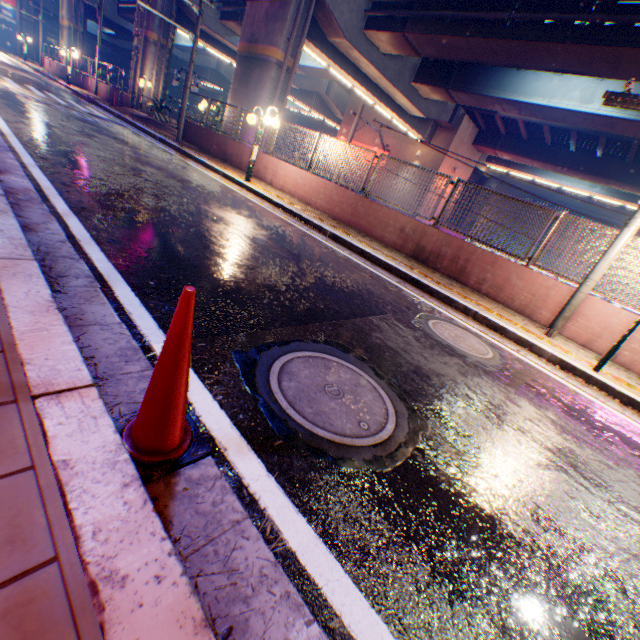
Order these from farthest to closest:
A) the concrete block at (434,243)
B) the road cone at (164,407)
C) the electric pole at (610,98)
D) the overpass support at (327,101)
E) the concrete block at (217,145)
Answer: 1. the overpass support at (327,101)
2. the concrete block at (217,145)
3. the concrete block at (434,243)
4. the electric pole at (610,98)
5. the road cone at (164,407)

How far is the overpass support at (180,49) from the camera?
22.9 meters

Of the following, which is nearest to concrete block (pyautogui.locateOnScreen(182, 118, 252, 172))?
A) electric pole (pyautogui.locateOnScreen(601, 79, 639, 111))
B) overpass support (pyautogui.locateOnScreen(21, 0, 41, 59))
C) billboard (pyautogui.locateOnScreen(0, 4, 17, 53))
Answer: electric pole (pyautogui.locateOnScreen(601, 79, 639, 111))

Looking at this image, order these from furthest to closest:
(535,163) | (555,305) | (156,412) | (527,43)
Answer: (535,163), (527,43), (555,305), (156,412)

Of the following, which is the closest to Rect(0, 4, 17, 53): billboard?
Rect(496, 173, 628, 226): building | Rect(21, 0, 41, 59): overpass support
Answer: Rect(21, 0, 41, 59): overpass support

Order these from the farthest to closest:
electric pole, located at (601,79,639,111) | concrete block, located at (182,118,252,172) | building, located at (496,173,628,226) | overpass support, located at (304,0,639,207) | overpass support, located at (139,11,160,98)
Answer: building, located at (496,173,628,226) < overpass support, located at (139,11,160,98) < concrete block, located at (182,118,252,172) < overpass support, located at (304,0,639,207) < electric pole, located at (601,79,639,111)

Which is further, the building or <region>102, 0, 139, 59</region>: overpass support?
the building

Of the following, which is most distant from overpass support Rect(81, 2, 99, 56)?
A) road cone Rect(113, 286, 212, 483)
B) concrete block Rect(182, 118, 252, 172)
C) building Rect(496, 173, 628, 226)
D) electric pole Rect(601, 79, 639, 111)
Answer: road cone Rect(113, 286, 212, 483)
